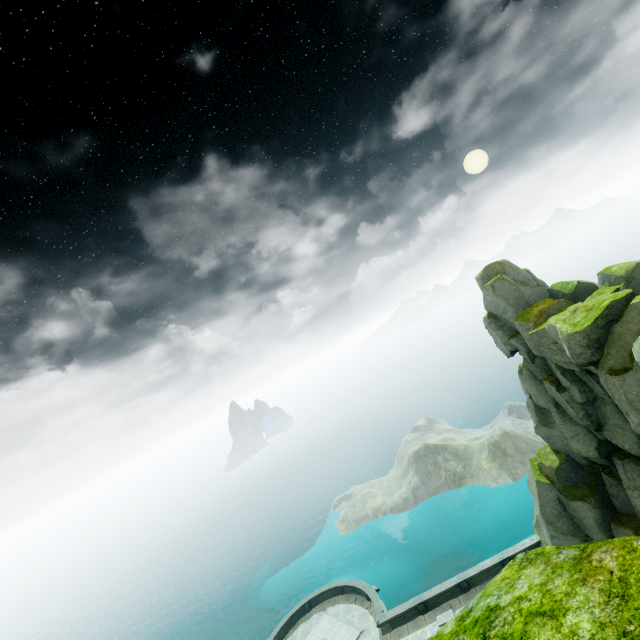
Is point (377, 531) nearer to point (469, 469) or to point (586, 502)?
point (469, 469)
